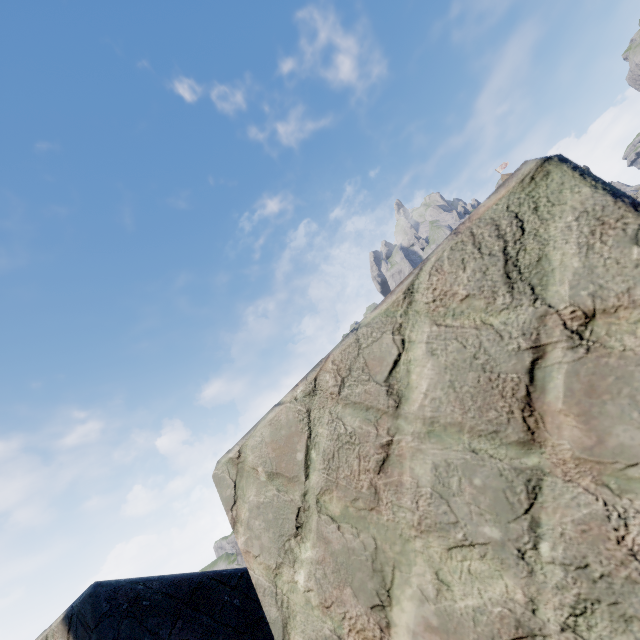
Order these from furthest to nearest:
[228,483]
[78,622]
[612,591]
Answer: [78,622]
[228,483]
[612,591]
